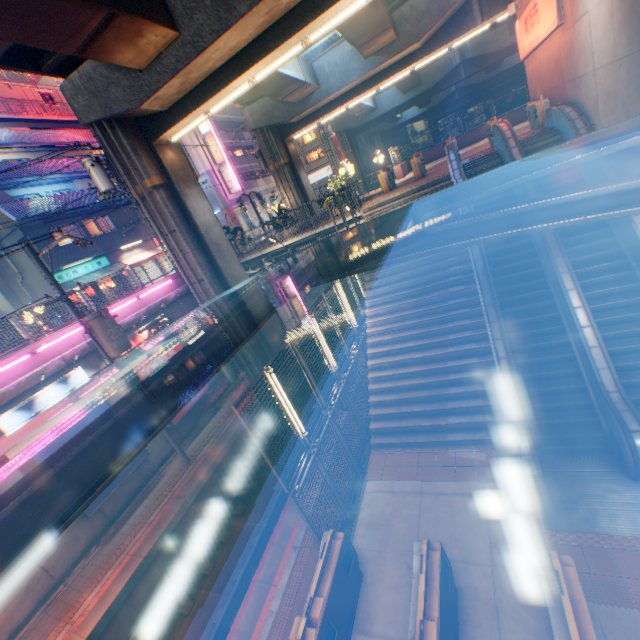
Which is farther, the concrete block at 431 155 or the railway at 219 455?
the concrete block at 431 155

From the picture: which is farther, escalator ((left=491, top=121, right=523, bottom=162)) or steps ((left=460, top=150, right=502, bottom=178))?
steps ((left=460, top=150, right=502, bottom=178))

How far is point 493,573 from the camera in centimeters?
619cm

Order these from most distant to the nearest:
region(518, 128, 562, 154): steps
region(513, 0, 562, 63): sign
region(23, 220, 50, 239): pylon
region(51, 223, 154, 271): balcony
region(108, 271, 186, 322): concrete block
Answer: region(51, 223, 154, 271): balcony → region(23, 220, 50, 239): pylon → region(108, 271, 186, 322): concrete block → region(518, 128, 562, 154): steps → region(513, 0, 562, 63): sign

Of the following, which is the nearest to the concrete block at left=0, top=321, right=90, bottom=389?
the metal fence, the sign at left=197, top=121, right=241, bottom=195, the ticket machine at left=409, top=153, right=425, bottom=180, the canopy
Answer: the metal fence

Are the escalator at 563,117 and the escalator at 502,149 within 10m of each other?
yes

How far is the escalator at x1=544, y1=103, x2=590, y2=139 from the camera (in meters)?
10.71

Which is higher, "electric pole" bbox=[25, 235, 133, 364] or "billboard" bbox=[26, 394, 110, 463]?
"electric pole" bbox=[25, 235, 133, 364]
